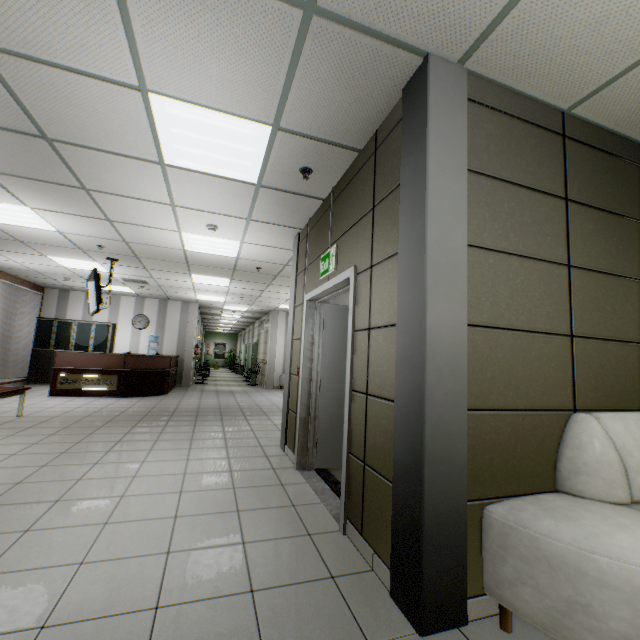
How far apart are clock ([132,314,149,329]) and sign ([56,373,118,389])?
3.6 meters

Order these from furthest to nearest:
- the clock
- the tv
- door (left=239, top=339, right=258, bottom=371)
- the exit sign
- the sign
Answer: door (left=239, top=339, right=258, bottom=371), the clock, the sign, the tv, the exit sign

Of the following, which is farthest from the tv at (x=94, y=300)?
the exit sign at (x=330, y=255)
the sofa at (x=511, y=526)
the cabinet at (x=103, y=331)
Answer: the sofa at (x=511, y=526)

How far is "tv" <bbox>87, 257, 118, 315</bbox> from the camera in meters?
6.3

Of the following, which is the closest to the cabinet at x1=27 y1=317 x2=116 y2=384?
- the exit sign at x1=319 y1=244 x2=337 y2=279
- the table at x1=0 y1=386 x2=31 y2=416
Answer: the table at x1=0 y1=386 x2=31 y2=416

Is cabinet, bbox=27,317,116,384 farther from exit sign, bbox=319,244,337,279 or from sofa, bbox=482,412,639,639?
sofa, bbox=482,412,639,639

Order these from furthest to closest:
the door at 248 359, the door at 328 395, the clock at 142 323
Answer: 1. the door at 248 359
2. the clock at 142 323
3. the door at 328 395

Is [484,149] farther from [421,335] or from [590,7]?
[421,335]
